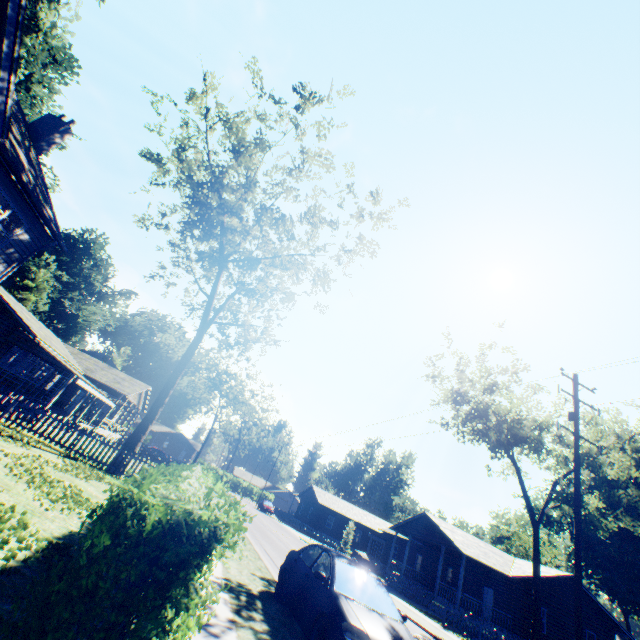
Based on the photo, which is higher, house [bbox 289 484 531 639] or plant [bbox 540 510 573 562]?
plant [bbox 540 510 573 562]

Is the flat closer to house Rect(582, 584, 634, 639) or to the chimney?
the chimney

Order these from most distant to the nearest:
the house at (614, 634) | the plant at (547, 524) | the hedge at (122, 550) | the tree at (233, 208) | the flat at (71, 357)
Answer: the plant at (547, 524)
the house at (614, 634)
the flat at (71, 357)
the tree at (233, 208)
the hedge at (122, 550)

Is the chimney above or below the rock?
above

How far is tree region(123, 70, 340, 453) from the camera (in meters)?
17.77

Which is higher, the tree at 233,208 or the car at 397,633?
the tree at 233,208

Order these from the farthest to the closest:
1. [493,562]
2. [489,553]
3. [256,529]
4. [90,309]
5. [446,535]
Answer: [90,309]
[489,553]
[446,535]
[493,562]
[256,529]

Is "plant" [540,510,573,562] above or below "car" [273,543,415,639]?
above
